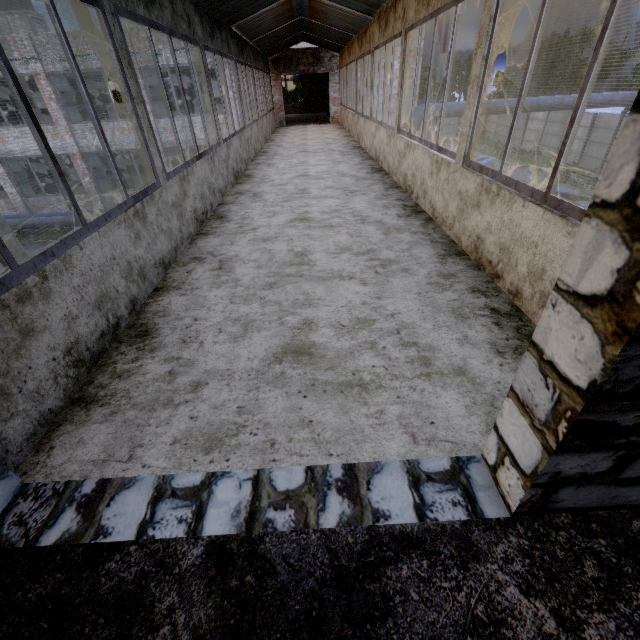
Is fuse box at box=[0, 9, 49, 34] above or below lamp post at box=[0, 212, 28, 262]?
above

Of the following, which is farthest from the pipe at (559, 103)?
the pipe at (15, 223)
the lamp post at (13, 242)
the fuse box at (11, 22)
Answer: the fuse box at (11, 22)

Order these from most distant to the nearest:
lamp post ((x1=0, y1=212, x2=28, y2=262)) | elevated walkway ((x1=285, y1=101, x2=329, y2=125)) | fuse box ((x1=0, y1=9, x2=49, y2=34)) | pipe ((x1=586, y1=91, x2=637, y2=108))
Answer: elevated walkway ((x1=285, y1=101, x2=329, y2=125))
fuse box ((x1=0, y1=9, x2=49, y2=34))
pipe ((x1=586, y1=91, x2=637, y2=108))
lamp post ((x1=0, y1=212, x2=28, y2=262))

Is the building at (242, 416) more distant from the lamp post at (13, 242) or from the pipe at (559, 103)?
the lamp post at (13, 242)

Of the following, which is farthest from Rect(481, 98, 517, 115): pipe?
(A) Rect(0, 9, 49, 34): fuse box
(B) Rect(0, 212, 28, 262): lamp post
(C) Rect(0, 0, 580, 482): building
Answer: (A) Rect(0, 9, 49, 34): fuse box

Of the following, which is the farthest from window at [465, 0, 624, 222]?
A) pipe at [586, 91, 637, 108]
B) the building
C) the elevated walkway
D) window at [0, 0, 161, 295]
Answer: the elevated walkway

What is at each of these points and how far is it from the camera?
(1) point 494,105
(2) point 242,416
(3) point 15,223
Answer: (1) pipe, 15.18m
(2) building, 1.97m
(3) pipe, 17.59m
